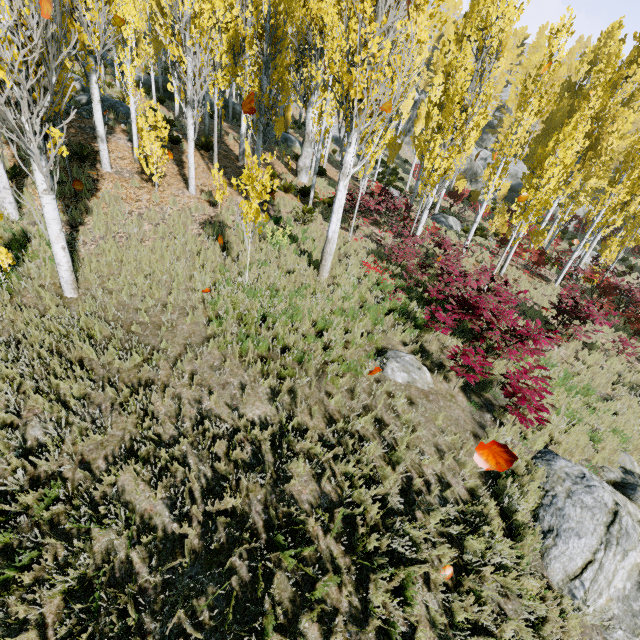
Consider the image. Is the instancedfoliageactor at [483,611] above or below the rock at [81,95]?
below

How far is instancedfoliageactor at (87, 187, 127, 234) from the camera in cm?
809

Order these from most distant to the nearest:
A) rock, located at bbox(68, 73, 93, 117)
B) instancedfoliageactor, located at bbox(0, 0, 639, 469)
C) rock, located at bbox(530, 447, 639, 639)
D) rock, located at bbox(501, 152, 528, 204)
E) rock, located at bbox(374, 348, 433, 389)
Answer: rock, located at bbox(501, 152, 528, 204) → rock, located at bbox(68, 73, 93, 117) → rock, located at bbox(374, 348, 433, 389) → instancedfoliageactor, located at bbox(0, 0, 639, 469) → rock, located at bbox(530, 447, 639, 639)

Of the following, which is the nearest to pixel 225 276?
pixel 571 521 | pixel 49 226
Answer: pixel 49 226

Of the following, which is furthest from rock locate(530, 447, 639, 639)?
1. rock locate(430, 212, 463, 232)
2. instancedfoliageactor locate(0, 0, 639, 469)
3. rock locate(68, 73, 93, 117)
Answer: rock locate(430, 212, 463, 232)

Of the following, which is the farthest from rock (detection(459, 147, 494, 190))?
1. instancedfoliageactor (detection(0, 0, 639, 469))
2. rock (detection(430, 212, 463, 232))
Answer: rock (detection(430, 212, 463, 232))

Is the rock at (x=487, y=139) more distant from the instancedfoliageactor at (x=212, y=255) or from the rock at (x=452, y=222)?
the rock at (x=452, y=222)

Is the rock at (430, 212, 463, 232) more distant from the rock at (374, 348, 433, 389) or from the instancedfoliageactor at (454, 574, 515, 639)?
the rock at (374, 348, 433, 389)
